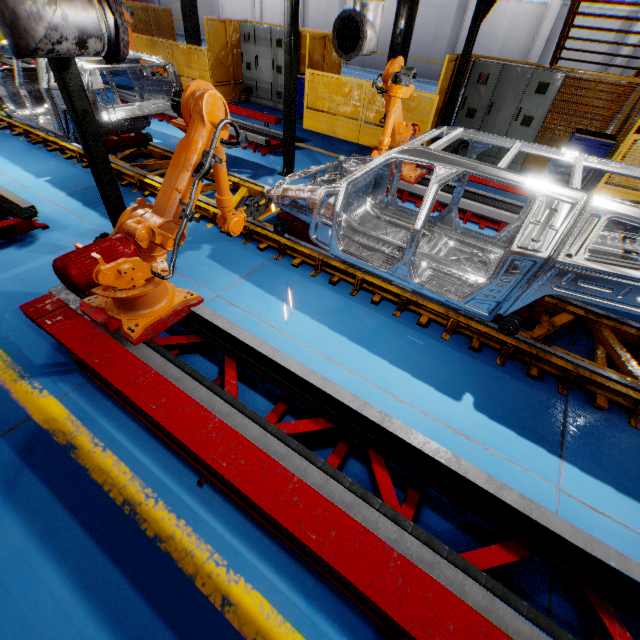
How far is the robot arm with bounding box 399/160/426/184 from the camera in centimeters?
639cm

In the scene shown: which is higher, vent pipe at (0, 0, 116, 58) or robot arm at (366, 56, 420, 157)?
vent pipe at (0, 0, 116, 58)

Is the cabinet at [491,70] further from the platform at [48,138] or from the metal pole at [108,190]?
the metal pole at [108,190]

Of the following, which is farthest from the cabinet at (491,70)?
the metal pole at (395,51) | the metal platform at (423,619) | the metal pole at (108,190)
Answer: the metal platform at (423,619)

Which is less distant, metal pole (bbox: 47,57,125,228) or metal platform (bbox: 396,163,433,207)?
metal pole (bbox: 47,57,125,228)

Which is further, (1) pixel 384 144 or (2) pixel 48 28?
(1) pixel 384 144

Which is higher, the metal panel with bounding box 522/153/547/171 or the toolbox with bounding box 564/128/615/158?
the toolbox with bounding box 564/128/615/158

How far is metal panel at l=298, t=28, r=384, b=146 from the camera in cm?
877
